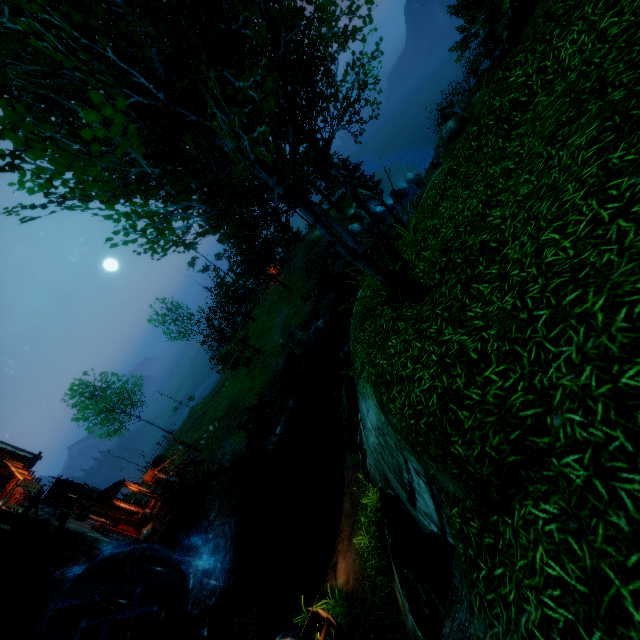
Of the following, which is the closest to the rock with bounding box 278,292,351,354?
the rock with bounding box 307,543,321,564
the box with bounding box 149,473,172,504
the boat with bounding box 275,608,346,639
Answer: the box with bounding box 149,473,172,504

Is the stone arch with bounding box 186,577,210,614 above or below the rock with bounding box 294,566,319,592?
below

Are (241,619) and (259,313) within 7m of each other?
no

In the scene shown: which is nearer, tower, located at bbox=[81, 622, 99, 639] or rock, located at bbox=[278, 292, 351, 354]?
tower, located at bbox=[81, 622, 99, 639]

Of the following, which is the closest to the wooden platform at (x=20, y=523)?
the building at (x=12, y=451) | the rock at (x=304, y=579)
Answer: the building at (x=12, y=451)

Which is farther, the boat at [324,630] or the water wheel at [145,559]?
the water wheel at [145,559]

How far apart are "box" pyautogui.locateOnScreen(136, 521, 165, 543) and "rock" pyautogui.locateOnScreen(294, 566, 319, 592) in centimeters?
1042cm

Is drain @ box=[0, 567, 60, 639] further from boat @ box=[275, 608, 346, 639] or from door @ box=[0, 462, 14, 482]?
boat @ box=[275, 608, 346, 639]
